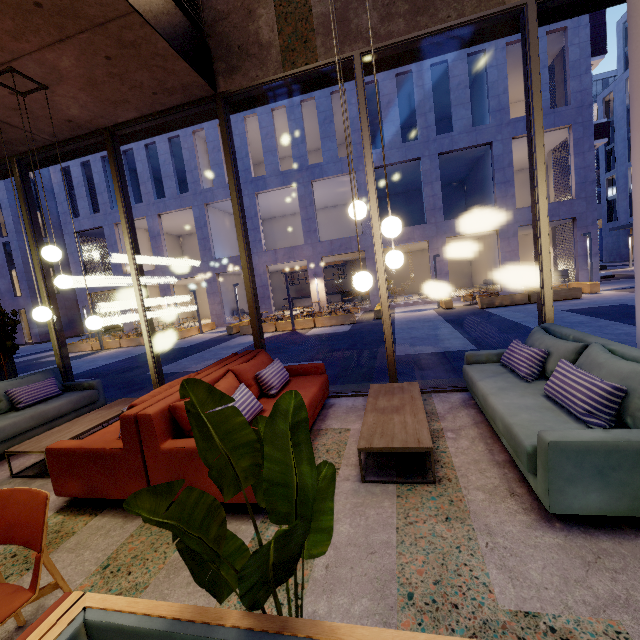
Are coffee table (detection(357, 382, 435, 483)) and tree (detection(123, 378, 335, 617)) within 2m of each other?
yes

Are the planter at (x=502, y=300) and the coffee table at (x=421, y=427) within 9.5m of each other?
no

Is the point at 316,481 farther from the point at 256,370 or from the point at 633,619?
the point at 256,370

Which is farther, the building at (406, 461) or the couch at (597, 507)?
the building at (406, 461)

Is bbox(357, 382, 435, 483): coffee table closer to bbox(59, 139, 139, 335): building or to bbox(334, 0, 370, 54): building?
bbox(334, 0, 370, 54): building

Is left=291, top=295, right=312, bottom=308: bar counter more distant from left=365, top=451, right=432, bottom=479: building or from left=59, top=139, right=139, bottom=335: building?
left=365, top=451, right=432, bottom=479: building

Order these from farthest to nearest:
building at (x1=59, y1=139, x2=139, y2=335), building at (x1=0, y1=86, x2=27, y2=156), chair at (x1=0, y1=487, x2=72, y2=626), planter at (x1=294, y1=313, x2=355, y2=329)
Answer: building at (x1=59, y1=139, x2=139, y2=335) → planter at (x1=294, y1=313, x2=355, y2=329) → building at (x1=0, y1=86, x2=27, y2=156) → chair at (x1=0, y1=487, x2=72, y2=626)

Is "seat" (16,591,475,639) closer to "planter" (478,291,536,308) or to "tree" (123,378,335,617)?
"tree" (123,378,335,617)
